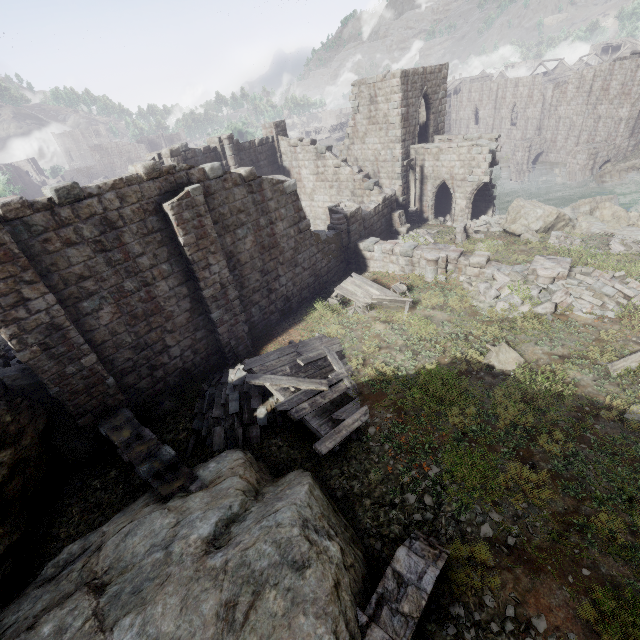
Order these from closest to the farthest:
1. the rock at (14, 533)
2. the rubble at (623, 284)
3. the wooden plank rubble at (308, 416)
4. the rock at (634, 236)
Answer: the rock at (14, 533) → the wooden plank rubble at (308, 416) → the rubble at (623, 284) → the rock at (634, 236)

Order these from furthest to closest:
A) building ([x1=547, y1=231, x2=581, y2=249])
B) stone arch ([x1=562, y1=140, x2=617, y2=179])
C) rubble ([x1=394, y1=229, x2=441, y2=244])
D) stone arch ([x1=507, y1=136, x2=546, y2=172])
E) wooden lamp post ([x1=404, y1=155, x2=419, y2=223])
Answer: stone arch ([x1=507, y1=136, x2=546, y2=172]) → stone arch ([x1=562, y1=140, x2=617, y2=179]) → wooden lamp post ([x1=404, y1=155, x2=419, y2=223]) → rubble ([x1=394, y1=229, x2=441, y2=244]) → building ([x1=547, y1=231, x2=581, y2=249])

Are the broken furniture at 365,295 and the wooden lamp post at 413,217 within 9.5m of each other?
no

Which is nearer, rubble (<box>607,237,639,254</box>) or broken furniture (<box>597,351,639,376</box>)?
broken furniture (<box>597,351,639,376</box>)

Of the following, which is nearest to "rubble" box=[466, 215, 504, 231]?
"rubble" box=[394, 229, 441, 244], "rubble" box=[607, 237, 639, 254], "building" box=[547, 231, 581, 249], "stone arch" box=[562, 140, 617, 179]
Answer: "rubble" box=[394, 229, 441, 244]

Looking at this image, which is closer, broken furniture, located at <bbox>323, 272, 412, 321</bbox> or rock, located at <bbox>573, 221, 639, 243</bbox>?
broken furniture, located at <bbox>323, 272, 412, 321</bbox>

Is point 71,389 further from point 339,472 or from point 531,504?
point 531,504

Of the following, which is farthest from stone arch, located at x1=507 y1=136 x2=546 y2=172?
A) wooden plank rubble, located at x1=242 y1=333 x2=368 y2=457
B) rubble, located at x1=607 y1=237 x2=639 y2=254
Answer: wooden plank rubble, located at x1=242 y1=333 x2=368 y2=457
